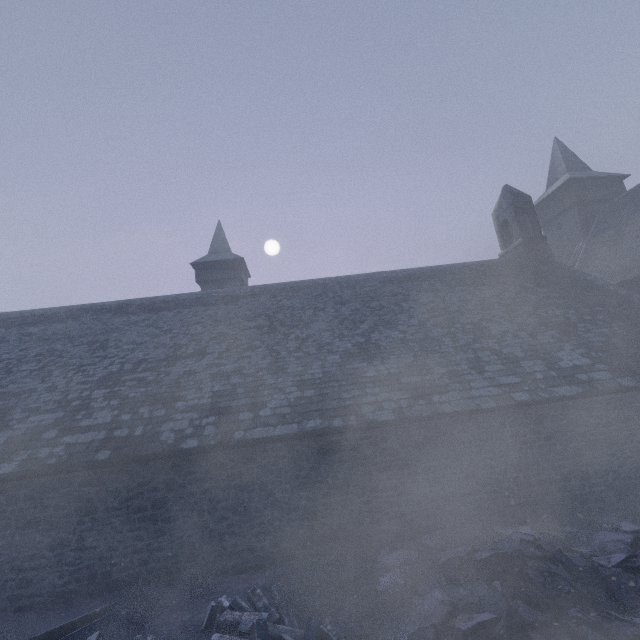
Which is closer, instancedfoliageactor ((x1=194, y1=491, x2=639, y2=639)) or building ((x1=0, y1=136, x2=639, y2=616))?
instancedfoliageactor ((x1=194, y1=491, x2=639, y2=639))

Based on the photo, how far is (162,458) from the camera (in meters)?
7.57

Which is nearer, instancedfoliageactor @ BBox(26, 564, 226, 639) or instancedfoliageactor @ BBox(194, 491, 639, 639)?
instancedfoliageactor @ BBox(194, 491, 639, 639)

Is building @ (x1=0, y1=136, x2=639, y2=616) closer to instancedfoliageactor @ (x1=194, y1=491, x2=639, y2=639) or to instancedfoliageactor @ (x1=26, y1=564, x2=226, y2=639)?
instancedfoliageactor @ (x1=194, y1=491, x2=639, y2=639)

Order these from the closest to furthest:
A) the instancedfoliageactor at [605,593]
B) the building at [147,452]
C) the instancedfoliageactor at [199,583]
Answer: the instancedfoliageactor at [605,593] < the instancedfoliageactor at [199,583] < the building at [147,452]

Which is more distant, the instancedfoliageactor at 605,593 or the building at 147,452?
the building at 147,452

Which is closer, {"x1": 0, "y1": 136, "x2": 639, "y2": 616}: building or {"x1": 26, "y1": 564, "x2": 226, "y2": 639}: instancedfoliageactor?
{"x1": 26, "y1": 564, "x2": 226, "y2": 639}: instancedfoliageactor

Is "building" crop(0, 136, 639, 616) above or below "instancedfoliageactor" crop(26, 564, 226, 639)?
above
